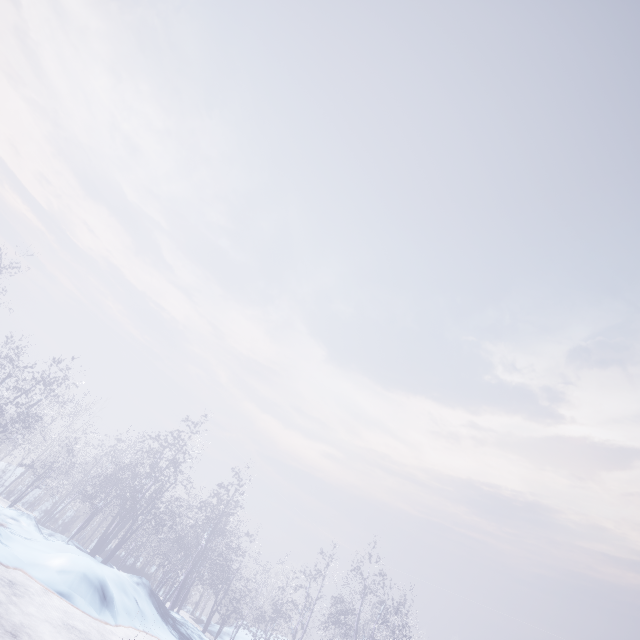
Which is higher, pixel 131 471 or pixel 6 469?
pixel 131 471
